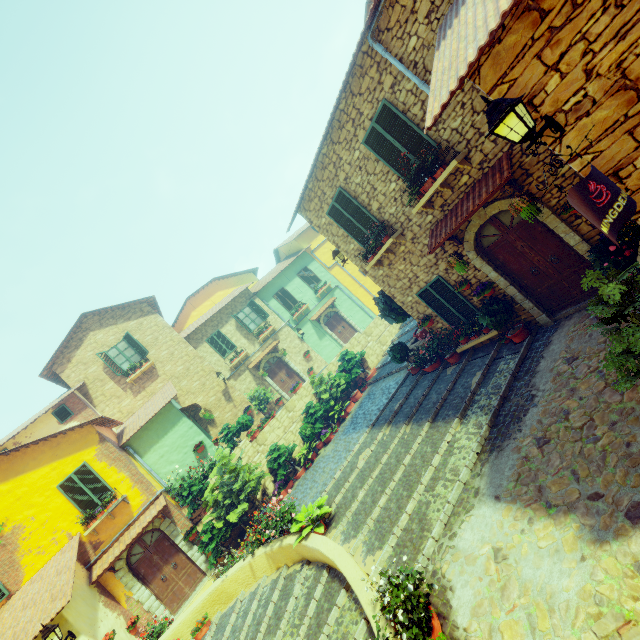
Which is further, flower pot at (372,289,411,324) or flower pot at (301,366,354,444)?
flower pot at (301,366,354,444)

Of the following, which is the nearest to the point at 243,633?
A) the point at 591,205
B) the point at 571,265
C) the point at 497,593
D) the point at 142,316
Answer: the point at 497,593

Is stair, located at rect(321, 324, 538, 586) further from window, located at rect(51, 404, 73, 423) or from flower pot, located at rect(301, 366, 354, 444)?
window, located at rect(51, 404, 73, 423)

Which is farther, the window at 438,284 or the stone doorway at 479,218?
the window at 438,284

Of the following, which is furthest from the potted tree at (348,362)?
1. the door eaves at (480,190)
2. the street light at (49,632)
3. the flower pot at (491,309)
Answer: the street light at (49,632)

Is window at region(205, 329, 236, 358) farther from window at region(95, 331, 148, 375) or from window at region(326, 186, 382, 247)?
window at region(326, 186, 382, 247)

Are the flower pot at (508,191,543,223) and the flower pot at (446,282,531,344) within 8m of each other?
yes

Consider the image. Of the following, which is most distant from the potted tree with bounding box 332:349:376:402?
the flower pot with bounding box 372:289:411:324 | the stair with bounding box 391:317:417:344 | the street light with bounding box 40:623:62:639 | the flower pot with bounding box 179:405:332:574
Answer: the street light with bounding box 40:623:62:639
